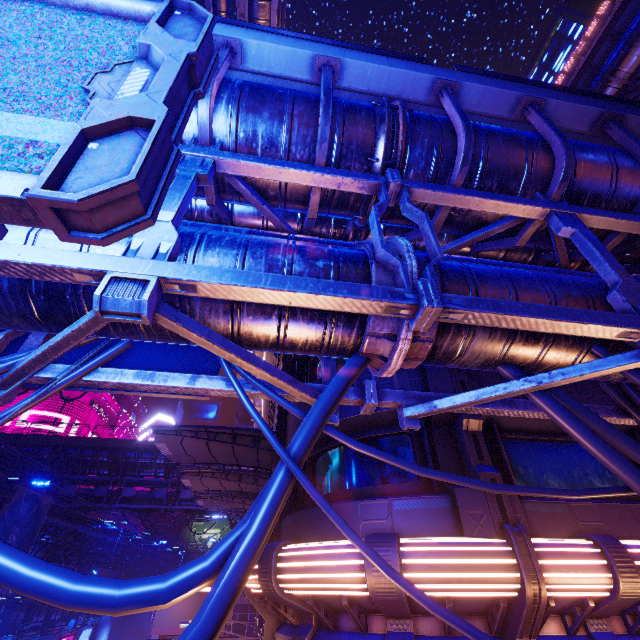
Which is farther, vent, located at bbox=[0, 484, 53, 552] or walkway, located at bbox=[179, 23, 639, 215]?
vent, located at bbox=[0, 484, 53, 552]

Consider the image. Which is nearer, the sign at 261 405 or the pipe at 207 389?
the pipe at 207 389

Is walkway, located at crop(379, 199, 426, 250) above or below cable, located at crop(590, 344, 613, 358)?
above

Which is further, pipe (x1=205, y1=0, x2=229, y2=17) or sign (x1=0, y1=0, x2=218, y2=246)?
pipe (x1=205, y1=0, x2=229, y2=17)

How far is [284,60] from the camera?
5.0m

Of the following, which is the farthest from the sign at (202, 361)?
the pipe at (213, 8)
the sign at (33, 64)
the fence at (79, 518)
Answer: the fence at (79, 518)

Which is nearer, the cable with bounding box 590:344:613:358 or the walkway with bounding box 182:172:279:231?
the cable with bounding box 590:344:613:358

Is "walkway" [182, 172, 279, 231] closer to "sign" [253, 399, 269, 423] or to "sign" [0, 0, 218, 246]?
"sign" [0, 0, 218, 246]
